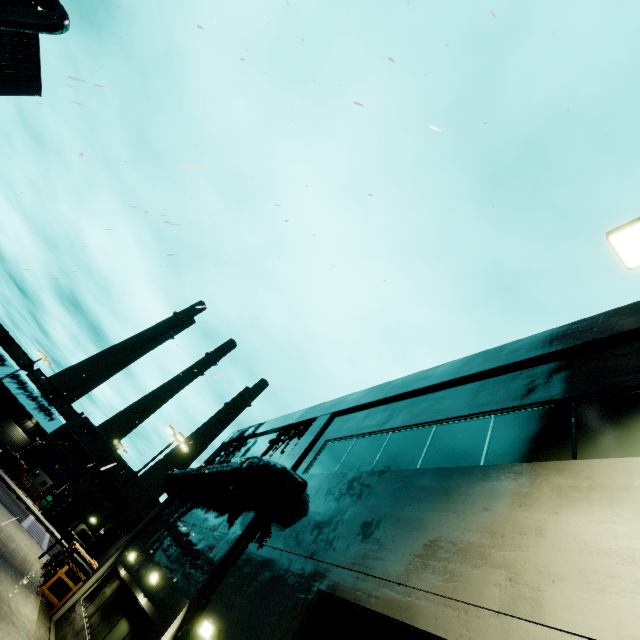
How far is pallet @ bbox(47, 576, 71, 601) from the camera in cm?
1516

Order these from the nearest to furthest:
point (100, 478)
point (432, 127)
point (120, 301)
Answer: point (432, 127)
point (120, 301)
point (100, 478)

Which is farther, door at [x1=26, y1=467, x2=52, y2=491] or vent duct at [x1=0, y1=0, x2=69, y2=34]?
door at [x1=26, y1=467, x2=52, y2=491]

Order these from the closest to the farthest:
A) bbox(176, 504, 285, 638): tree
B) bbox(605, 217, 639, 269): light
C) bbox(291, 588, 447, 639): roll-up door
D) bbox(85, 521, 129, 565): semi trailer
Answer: bbox(291, 588, 447, 639): roll-up door, bbox(605, 217, 639, 269): light, bbox(176, 504, 285, 638): tree, bbox(85, 521, 129, 565): semi trailer

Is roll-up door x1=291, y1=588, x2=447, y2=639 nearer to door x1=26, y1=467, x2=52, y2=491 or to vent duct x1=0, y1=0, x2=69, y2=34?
vent duct x1=0, y1=0, x2=69, y2=34

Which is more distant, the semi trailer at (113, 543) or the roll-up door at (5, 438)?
the roll-up door at (5, 438)

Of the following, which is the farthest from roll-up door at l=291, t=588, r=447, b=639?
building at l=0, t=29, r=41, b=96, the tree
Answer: the tree

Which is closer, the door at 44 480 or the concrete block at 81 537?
the concrete block at 81 537
